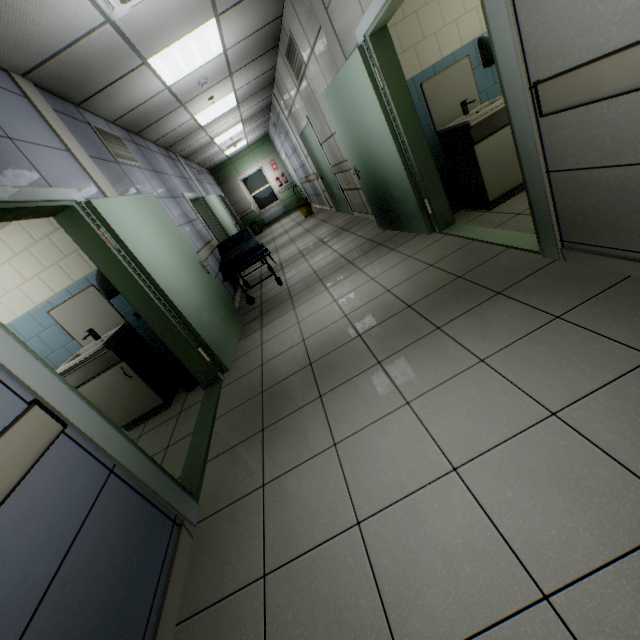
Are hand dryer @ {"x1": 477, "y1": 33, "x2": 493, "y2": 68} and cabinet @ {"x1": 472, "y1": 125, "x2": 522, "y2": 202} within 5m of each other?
yes

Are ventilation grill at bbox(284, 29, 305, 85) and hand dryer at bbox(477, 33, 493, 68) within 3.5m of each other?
yes

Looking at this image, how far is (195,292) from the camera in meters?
3.7

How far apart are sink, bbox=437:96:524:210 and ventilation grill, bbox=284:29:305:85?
2.8 meters

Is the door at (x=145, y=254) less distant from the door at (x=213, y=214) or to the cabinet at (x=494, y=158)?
the door at (x=213, y=214)

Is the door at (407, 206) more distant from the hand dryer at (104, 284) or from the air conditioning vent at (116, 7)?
the hand dryer at (104, 284)

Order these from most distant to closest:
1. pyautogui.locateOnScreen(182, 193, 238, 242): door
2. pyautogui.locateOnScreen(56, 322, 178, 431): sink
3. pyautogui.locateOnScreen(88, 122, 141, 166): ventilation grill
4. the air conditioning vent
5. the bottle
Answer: the bottle, pyautogui.locateOnScreen(182, 193, 238, 242): door, pyautogui.locateOnScreen(88, 122, 141, 166): ventilation grill, pyautogui.locateOnScreen(56, 322, 178, 431): sink, the air conditioning vent

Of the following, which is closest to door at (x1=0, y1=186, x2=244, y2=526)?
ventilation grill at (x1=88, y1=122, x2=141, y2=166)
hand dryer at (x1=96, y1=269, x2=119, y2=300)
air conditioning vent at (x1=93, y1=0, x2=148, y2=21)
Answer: hand dryer at (x1=96, y1=269, x2=119, y2=300)
